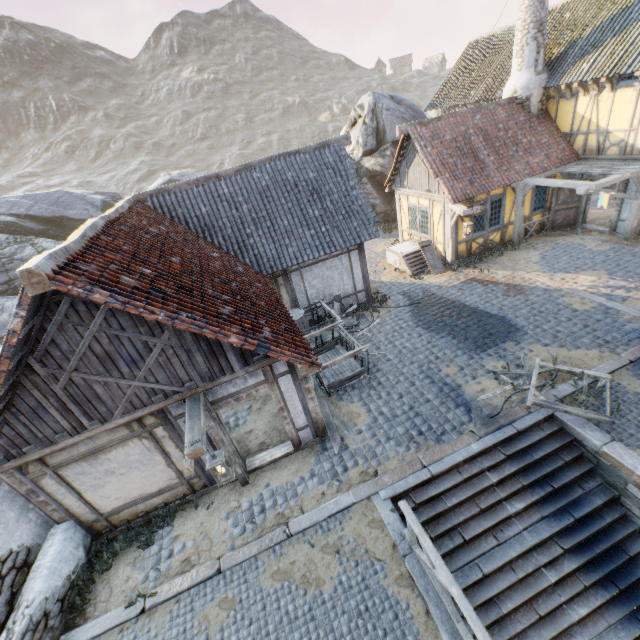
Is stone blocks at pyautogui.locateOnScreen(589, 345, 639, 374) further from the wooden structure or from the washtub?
the washtub

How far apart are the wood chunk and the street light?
2.8m

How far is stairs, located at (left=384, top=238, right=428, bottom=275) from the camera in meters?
14.6 m

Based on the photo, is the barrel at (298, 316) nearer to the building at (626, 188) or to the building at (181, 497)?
the building at (181, 497)

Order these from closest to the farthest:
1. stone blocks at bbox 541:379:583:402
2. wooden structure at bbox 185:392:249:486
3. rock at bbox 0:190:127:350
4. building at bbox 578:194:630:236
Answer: wooden structure at bbox 185:392:249:486
stone blocks at bbox 541:379:583:402
building at bbox 578:194:630:236
rock at bbox 0:190:127:350

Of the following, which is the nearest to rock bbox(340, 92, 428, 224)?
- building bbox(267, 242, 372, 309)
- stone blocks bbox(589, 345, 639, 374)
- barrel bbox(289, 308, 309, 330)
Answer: stone blocks bbox(589, 345, 639, 374)

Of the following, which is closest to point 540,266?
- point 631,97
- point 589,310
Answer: point 589,310

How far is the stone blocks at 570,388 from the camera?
7.7m
